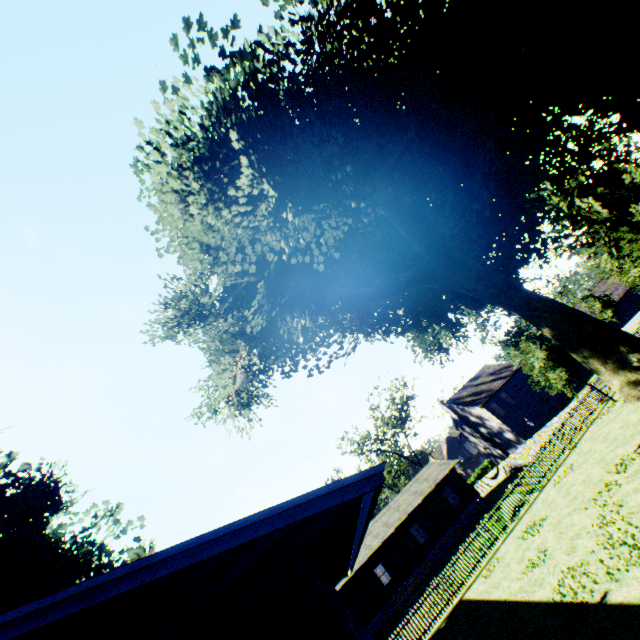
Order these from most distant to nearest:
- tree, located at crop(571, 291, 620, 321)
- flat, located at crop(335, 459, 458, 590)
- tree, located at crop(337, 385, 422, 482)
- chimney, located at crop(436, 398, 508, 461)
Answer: tree, located at crop(337, 385, 422, 482)
tree, located at crop(571, 291, 620, 321)
chimney, located at crop(436, 398, 508, 461)
flat, located at crop(335, 459, 458, 590)

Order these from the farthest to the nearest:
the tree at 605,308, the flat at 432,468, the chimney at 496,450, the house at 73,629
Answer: the tree at 605,308
the chimney at 496,450
the flat at 432,468
the house at 73,629

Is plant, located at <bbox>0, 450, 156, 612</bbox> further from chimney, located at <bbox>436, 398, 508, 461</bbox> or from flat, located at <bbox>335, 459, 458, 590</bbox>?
chimney, located at <bbox>436, 398, 508, 461</bbox>

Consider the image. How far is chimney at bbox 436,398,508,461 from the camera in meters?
45.8

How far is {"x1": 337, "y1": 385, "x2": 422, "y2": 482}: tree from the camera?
52.7m

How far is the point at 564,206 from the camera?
10.1m

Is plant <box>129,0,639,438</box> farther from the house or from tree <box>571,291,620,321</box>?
tree <box>571,291,620,321</box>

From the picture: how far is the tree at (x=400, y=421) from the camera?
52.7 meters
